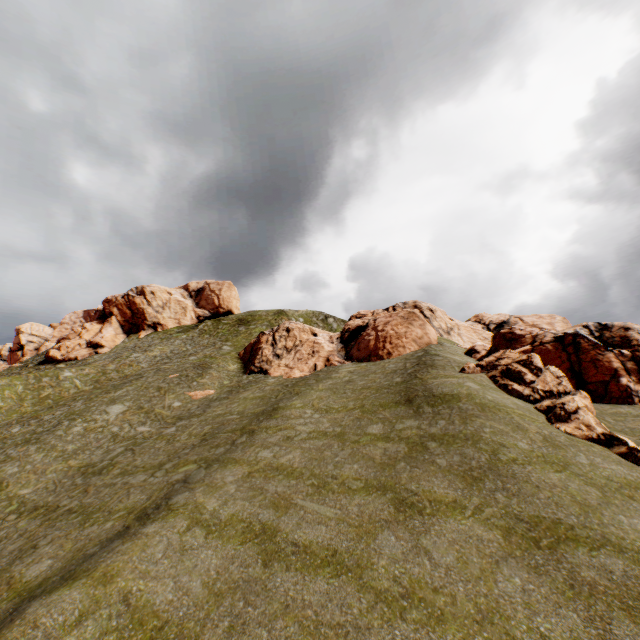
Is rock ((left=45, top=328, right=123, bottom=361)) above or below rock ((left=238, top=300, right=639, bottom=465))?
above

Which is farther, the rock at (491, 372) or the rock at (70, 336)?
the rock at (70, 336)

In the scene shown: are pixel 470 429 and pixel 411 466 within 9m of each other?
yes

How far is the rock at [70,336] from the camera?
54.25m

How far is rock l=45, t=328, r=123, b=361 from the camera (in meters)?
54.25

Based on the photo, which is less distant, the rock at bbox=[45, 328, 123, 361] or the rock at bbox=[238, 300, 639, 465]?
the rock at bbox=[238, 300, 639, 465]
